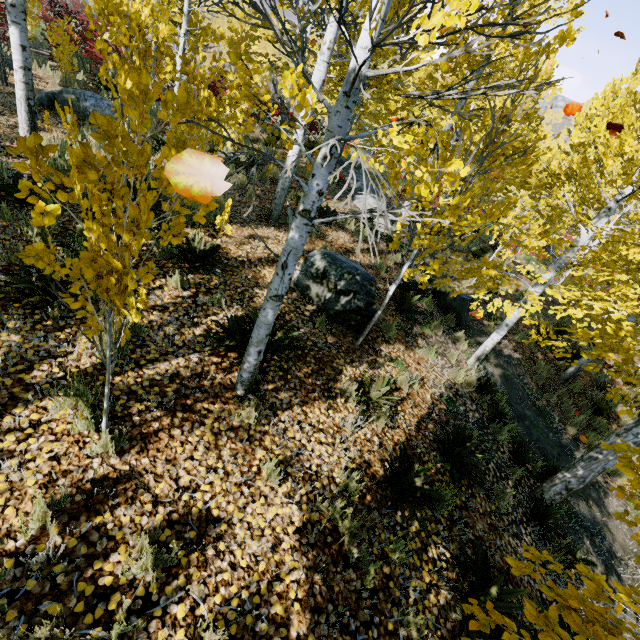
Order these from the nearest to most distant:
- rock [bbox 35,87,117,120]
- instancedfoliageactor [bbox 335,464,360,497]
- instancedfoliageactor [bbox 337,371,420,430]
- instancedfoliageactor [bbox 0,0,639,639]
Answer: instancedfoliageactor [bbox 0,0,639,639]
instancedfoliageactor [bbox 335,464,360,497]
instancedfoliageactor [bbox 337,371,420,430]
rock [bbox 35,87,117,120]

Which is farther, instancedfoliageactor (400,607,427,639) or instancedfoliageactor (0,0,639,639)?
instancedfoliageactor (400,607,427,639)

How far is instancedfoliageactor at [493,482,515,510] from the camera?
4.5m

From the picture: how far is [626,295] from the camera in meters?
5.6 m

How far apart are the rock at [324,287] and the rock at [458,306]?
3.63m

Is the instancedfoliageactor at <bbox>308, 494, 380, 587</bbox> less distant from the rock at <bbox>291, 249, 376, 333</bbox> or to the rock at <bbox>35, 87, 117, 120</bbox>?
the rock at <bbox>35, 87, 117, 120</bbox>

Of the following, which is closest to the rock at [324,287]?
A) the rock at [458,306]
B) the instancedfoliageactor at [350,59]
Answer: the instancedfoliageactor at [350,59]

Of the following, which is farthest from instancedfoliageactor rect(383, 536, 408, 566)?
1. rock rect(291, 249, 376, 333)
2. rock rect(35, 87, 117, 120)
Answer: rock rect(291, 249, 376, 333)
